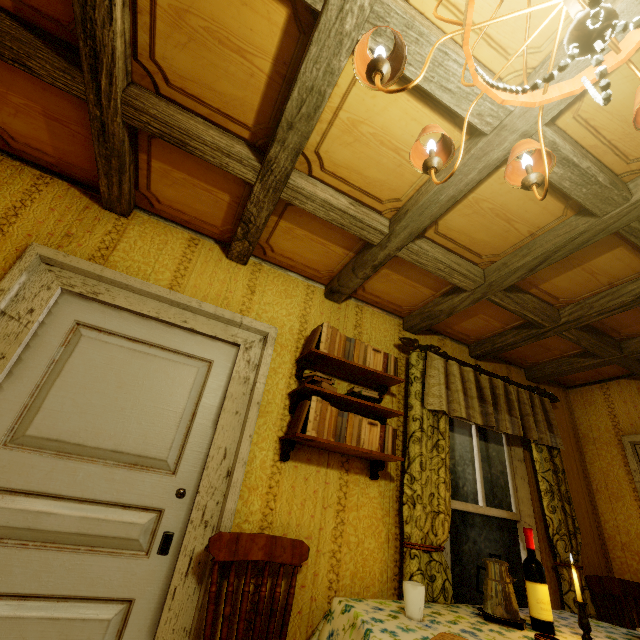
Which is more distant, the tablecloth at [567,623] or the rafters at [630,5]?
the tablecloth at [567,623]

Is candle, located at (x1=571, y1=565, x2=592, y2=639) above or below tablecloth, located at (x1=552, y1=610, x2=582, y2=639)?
above

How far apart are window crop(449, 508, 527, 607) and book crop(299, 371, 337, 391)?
0.8m

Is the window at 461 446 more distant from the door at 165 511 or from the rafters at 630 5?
the door at 165 511

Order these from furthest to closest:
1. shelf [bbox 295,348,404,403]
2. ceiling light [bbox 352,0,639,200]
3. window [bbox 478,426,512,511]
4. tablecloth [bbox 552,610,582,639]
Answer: window [bbox 478,426,512,511], shelf [bbox 295,348,404,403], tablecloth [bbox 552,610,582,639], ceiling light [bbox 352,0,639,200]

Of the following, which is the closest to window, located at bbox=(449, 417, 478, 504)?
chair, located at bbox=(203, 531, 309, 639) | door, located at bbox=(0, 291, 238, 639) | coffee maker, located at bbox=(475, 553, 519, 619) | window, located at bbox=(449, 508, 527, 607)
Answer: window, located at bbox=(449, 508, 527, 607)

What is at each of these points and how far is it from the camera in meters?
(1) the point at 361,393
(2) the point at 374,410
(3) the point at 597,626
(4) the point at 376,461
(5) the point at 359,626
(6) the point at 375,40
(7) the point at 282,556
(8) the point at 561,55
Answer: Answer:
(1) book, 2.2 m
(2) shelf, 2.3 m
(3) tablecloth, 2.0 m
(4) shelf, 2.2 m
(5) tablecloth, 1.4 m
(6) rafters, 1.2 m
(7) chair, 1.7 m
(8) rafters, 1.2 m

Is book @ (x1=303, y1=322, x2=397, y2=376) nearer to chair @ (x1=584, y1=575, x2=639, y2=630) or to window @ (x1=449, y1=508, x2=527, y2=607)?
window @ (x1=449, y1=508, x2=527, y2=607)
